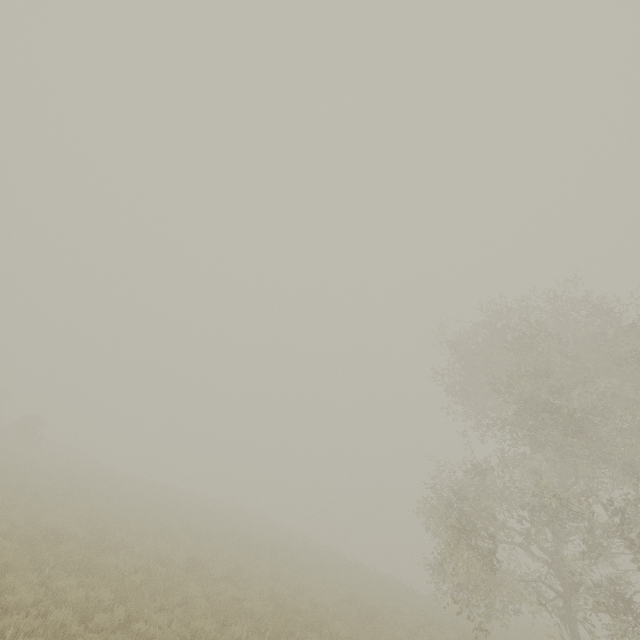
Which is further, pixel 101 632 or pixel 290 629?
pixel 290 629
